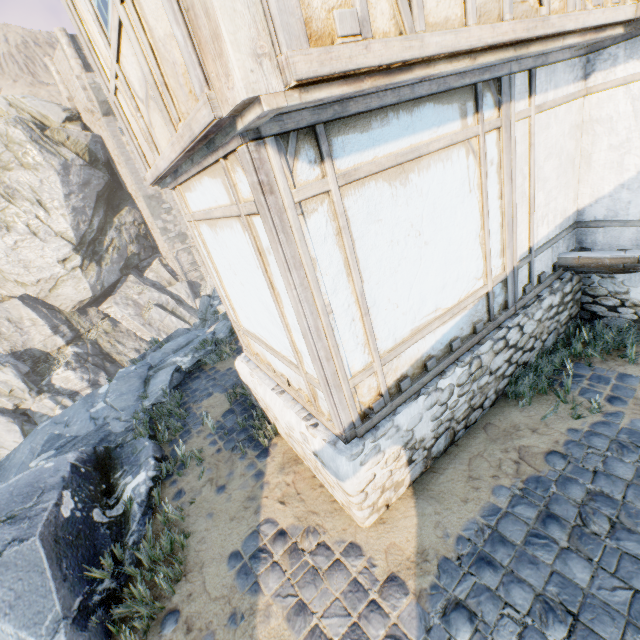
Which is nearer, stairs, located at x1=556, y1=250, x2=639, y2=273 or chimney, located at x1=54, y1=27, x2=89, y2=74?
stairs, located at x1=556, y1=250, x2=639, y2=273

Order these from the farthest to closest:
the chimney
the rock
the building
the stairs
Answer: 1. the chimney
2. the stairs
3. the rock
4. the building

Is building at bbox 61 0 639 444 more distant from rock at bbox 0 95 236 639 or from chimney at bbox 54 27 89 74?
chimney at bbox 54 27 89 74

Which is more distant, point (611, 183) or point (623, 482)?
point (611, 183)

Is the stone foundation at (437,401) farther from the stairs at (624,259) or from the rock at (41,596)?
the rock at (41,596)

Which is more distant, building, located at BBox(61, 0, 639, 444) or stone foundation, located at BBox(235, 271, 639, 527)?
stone foundation, located at BBox(235, 271, 639, 527)

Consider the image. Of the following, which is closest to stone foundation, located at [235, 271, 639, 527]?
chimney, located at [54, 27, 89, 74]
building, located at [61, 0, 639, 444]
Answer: building, located at [61, 0, 639, 444]

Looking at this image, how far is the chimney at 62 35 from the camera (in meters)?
28.03
